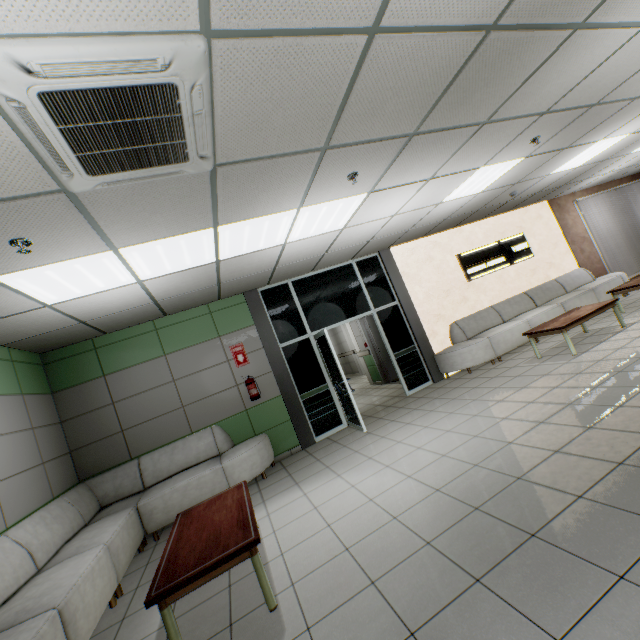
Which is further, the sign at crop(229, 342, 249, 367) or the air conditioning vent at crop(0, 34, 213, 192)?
the sign at crop(229, 342, 249, 367)

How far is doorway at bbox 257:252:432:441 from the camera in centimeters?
640cm

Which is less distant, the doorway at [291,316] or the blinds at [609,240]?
the doorway at [291,316]

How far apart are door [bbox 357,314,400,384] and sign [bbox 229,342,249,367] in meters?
3.8

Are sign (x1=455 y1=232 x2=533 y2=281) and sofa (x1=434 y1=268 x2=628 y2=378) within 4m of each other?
yes

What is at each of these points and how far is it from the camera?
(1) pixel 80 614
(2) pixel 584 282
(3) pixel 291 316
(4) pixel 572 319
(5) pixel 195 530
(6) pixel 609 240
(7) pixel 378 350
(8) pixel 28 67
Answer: (1) sofa, 2.59m
(2) sofa, 8.86m
(3) doorway, 6.70m
(4) table, 5.52m
(5) table, 2.94m
(6) blinds, 9.80m
(7) door, 9.65m
(8) air conditioning vent, 1.39m

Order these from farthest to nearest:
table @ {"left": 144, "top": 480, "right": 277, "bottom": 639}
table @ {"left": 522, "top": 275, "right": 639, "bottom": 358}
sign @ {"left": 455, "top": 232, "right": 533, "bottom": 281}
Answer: sign @ {"left": 455, "top": 232, "right": 533, "bottom": 281}, table @ {"left": 522, "top": 275, "right": 639, "bottom": 358}, table @ {"left": 144, "top": 480, "right": 277, "bottom": 639}

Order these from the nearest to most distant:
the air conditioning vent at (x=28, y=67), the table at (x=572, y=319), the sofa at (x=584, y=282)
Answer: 1. the air conditioning vent at (x=28, y=67)
2. the table at (x=572, y=319)
3. the sofa at (x=584, y=282)
